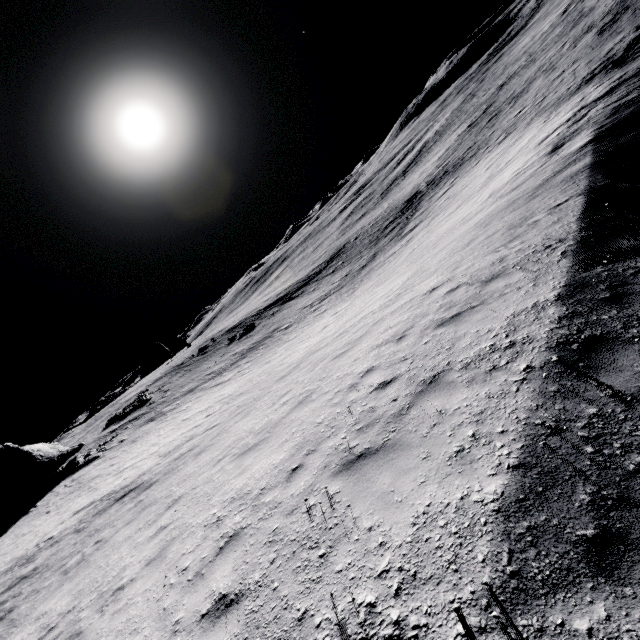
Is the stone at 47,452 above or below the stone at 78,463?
above

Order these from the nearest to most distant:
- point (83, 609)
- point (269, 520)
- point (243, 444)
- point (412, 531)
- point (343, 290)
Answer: point (412, 531) → point (269, 520) → point (83, 609) → point (243, 444) → point (343, 290)

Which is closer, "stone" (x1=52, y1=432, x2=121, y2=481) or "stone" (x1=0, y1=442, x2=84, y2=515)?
"stone" (x1=0, y1=442, x2=84, y2=515)

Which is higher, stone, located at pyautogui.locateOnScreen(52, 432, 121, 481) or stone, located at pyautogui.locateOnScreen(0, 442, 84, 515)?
stone, located at pyautogui.locateOnScreen(0, 442, 84, 515)

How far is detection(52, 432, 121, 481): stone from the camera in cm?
2400

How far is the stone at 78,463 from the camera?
24.00m
